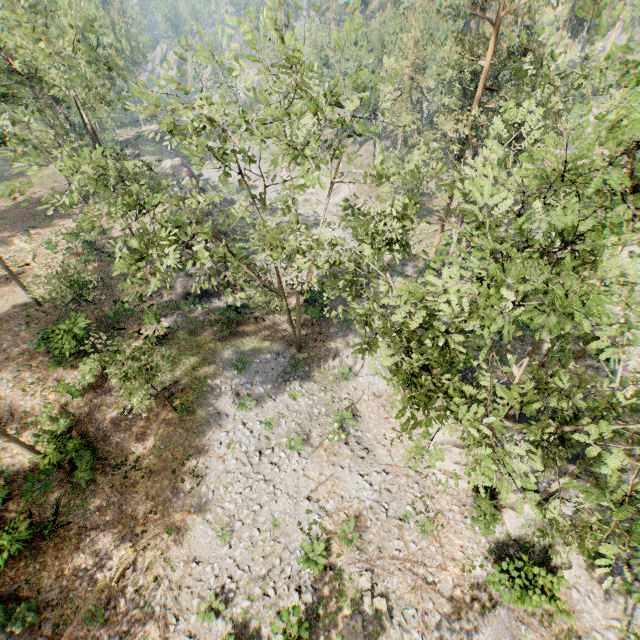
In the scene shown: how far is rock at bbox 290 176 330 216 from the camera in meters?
44.9

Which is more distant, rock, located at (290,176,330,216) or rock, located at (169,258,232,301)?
rock, located at (290,176,330,216)

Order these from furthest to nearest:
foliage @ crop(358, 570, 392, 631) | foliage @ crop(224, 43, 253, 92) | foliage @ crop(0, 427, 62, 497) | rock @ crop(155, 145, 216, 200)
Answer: rock @ crop(155, 145, 216, 200)
foliage @ crop(0, 427, 62, 497)
foliage @ crop(358, 570, 392, 631)
foliage @ crop(224, 43, 253, 92)

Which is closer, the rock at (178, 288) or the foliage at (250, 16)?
the foliage at (250, 16)

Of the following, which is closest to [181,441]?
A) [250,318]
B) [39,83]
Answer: [250,318]

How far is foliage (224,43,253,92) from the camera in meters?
9.5 m

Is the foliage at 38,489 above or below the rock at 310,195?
above

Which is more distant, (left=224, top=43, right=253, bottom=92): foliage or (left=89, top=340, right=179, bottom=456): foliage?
(left=89, top=340, right=179, bottom=456): foliage
